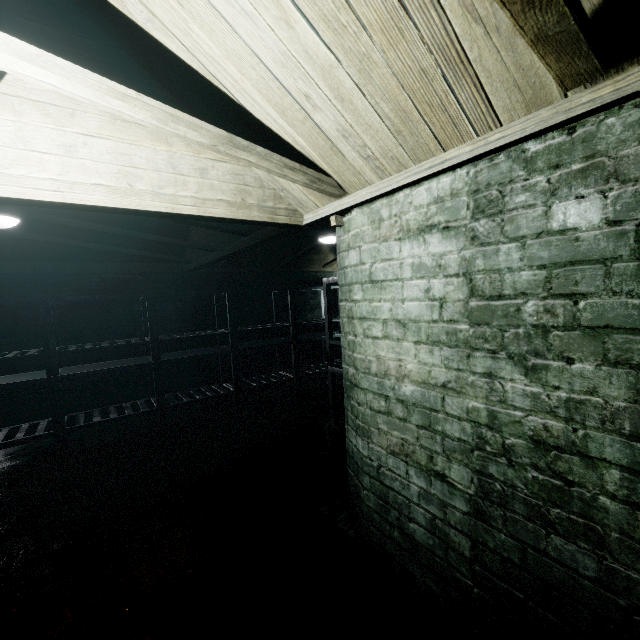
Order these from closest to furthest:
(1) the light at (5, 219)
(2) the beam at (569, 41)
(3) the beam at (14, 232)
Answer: (2) the beam at (569, 41) < (1) the light at (5, 219) < (3) the beam at (14, 232)

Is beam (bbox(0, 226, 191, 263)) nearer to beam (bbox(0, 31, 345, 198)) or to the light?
the light

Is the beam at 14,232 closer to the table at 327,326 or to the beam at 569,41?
the table at 327,326

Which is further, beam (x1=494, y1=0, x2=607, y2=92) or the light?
the light

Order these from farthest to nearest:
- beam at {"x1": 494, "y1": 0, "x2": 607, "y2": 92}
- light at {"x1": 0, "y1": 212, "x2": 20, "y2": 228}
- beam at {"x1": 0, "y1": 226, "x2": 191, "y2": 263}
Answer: beam at {"x1": 0, "y1": 226, "x2": 191, "y2": 263} → light at {"x1": 0, "y1": 212, "x2": 20, "y2": 228} → beam at {"x1": 494, "y1": 0, "x2": 607, "y2": 92}

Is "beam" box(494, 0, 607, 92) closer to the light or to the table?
the light

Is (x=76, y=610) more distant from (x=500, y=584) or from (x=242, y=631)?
(x=500, y=584)

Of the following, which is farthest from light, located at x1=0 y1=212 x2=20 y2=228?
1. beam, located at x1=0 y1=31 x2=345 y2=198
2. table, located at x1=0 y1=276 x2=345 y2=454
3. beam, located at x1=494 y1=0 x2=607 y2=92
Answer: beam, located at x1=494 y1=0 x2=607 y2=92
